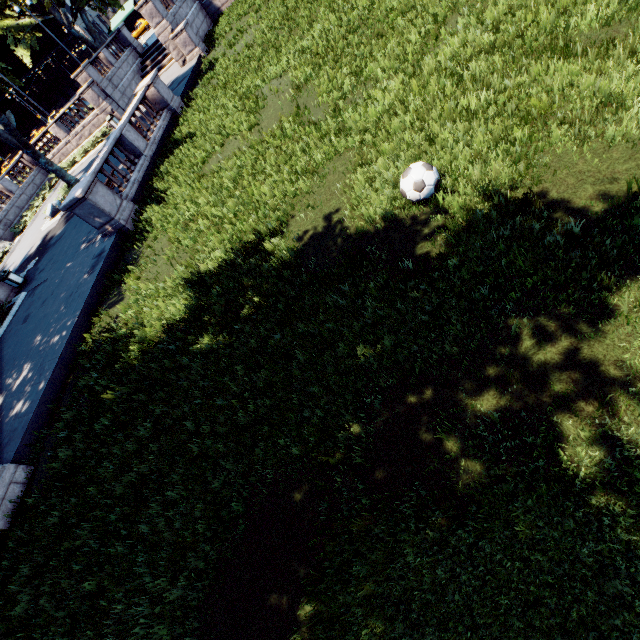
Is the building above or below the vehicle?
above

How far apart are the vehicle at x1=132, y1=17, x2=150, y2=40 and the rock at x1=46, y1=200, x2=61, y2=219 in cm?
4514

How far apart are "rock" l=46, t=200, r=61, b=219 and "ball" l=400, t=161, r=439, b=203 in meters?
26.0 m

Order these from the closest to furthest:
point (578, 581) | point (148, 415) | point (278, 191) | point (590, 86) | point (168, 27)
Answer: point (578, 581)
point (590, 86)
point (148, 415)
point (278, 191)
point (168, 27)

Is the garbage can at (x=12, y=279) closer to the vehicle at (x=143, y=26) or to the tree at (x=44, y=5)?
the tree at (x=44, y=5)

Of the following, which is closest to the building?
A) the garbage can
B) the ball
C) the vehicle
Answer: the vehicle

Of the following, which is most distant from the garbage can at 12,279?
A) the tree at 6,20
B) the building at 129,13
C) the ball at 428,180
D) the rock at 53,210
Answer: the building at 129,13

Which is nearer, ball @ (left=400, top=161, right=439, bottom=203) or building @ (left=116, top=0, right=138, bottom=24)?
ball @ (left=400, top=161, right=439, bottom=203)
